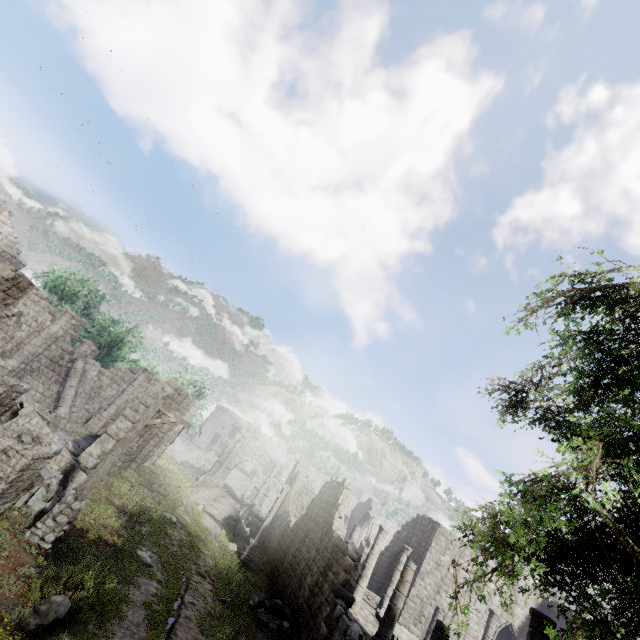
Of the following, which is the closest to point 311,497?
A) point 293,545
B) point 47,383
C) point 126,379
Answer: point 293,545

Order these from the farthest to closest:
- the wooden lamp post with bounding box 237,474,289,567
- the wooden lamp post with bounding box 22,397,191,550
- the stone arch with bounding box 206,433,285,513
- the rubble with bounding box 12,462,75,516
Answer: the stone arch with bounding box 206,433,285,513 → the wooden lamp post with bounding box 237,474,289,567 → the rubble with bounding box 12,462,75,516 → the wooden lamp post with bounding box 22,397,191,550

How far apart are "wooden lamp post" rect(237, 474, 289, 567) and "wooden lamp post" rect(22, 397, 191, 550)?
11.6m

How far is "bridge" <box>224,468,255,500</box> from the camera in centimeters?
4650cm

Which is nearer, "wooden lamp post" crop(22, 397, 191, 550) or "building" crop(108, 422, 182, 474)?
"wooden lamp post" crop(22, 397, 191, 550)

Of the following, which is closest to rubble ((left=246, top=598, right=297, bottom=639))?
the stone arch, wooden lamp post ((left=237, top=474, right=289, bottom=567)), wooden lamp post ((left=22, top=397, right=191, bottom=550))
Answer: wooden lamp post ((left=237, top=474, right=289, bottom=567))

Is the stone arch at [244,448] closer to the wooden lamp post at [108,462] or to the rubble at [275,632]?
the rubble at [275,632]

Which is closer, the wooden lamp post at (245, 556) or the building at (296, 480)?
the building at (296, 480)
